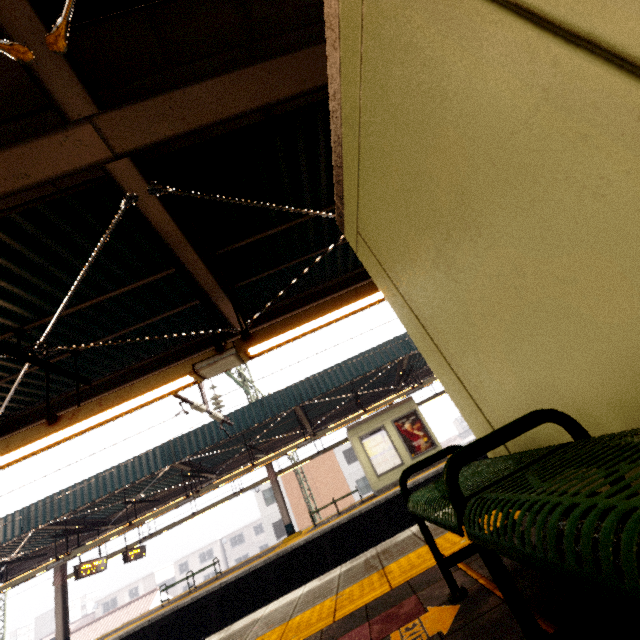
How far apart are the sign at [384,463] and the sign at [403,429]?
0.3m

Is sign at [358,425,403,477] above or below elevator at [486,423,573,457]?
above

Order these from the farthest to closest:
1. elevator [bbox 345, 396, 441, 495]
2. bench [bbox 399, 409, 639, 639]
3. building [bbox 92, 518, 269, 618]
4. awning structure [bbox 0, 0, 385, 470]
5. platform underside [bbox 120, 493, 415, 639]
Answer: building [bbox 92, 518, 269, 618]
elevator [bbox 345, 396, 441, 495]
platform underside [bbox 120, 493, 415, 639]
awning structure [bbox 0, 0, 385, 470]
bench [bbox 399, 409, 639, 639]

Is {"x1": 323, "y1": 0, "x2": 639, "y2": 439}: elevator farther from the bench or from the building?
the building

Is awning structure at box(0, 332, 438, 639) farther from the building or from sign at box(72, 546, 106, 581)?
the building

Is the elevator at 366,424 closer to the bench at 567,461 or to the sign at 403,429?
the sign at 403,429

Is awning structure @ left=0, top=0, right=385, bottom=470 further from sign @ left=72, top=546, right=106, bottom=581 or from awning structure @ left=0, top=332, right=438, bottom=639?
sign @ left=72, top=546, right=106, bottom=581

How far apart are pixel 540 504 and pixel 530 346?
0.9m
